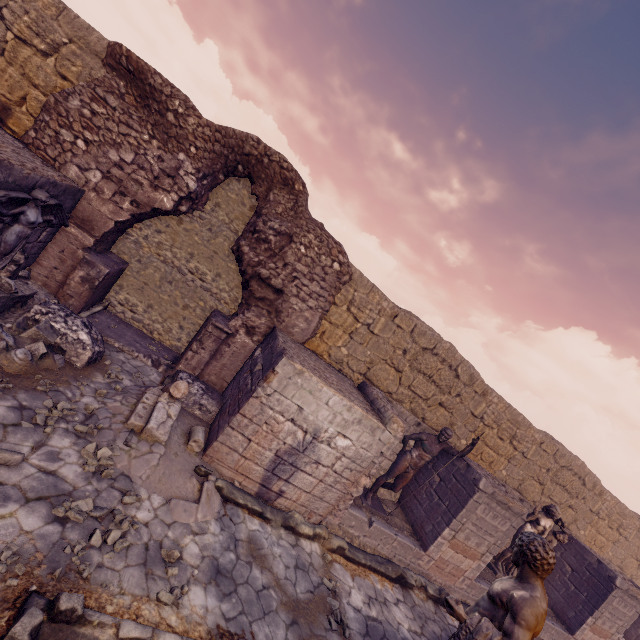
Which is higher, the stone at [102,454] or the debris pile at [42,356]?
the debris pile at [42,356]

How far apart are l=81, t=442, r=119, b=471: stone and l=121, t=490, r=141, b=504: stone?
0.4m

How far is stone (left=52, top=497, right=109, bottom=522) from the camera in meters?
3.7

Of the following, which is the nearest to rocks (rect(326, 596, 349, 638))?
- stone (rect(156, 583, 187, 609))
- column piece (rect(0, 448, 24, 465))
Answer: stone (rect(156, 583, 187, 609))

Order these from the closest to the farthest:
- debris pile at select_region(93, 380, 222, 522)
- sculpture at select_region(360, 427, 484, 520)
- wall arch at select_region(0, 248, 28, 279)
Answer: debris pile at select_region(93, 380, 222, 522), wall arch at select_region(0, 248, 28, 279), sculpture at select_region(360, 427, 484, 520)

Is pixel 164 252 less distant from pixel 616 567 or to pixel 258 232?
pixel 258 232

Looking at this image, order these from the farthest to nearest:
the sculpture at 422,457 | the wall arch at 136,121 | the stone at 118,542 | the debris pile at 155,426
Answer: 1. the sculpture at 422,457
2. the wall arch at 136,121
3. the debris pile at 155,426
4. the stone at 118,542

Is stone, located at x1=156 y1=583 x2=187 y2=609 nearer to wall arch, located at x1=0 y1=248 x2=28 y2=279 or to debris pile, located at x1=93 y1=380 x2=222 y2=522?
debris pile, located at x1=93 y1=380 x2=222 y2=522
